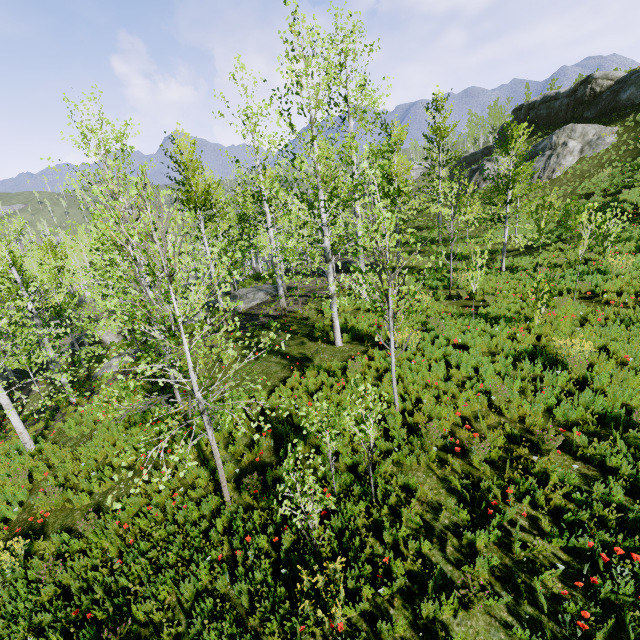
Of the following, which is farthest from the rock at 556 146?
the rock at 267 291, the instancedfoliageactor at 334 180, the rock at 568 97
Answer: the instancedfoliageactor at 334 180

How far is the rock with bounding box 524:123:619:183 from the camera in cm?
2800

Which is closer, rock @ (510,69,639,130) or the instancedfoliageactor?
the instancedfoliageactor

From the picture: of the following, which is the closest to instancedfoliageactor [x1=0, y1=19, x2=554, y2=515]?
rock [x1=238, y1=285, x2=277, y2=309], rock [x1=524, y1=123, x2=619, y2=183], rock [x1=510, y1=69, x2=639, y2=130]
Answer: rock [x1=238, y1=285, x2=277, y2=309]

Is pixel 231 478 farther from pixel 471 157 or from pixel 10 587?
pixel 471 157

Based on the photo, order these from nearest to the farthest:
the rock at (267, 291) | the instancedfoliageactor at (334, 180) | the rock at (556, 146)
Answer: the instancedfoliageactor at (334, 180), the rock at (267, 291), the rock at (556, 146)

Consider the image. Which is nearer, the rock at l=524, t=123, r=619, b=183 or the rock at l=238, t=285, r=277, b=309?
the rock at l=238, t=285, r=277, b=309

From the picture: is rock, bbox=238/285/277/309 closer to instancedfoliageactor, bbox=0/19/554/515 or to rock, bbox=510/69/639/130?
rock, bbox=510/69/639/130
